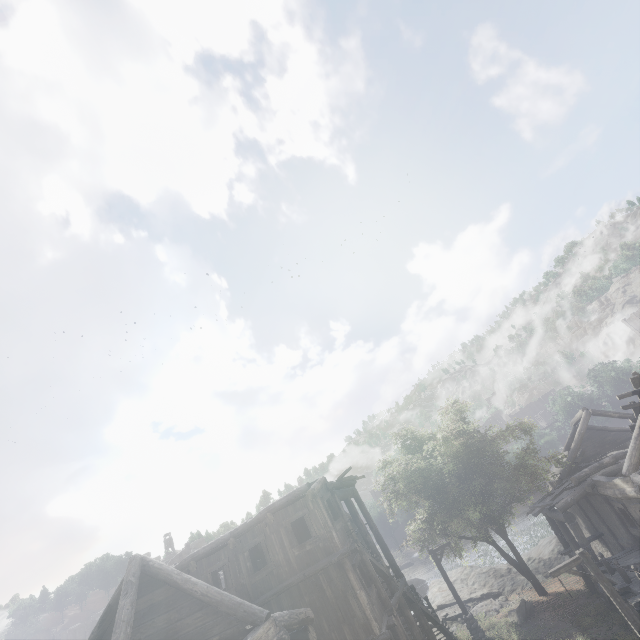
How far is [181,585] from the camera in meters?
10.2 m

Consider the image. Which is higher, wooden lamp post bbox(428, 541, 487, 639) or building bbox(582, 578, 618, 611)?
wooden lamp post bbox(428, 541, 487, 639)

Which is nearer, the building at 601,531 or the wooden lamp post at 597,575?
the wooden lamp post at 597,575

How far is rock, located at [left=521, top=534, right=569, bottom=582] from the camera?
24.9 meters

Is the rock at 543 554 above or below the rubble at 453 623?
below

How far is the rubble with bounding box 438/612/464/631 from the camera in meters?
22.5 m

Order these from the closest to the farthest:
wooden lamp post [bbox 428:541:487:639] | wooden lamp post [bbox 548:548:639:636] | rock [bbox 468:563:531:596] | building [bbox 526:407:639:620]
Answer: wooden lamp post [bbox 548:548:639:636], building [bbox 526:407:639:620], wooden lamp post [bbox 428:541:487:639], rock [bbox 468:563:531:596]
